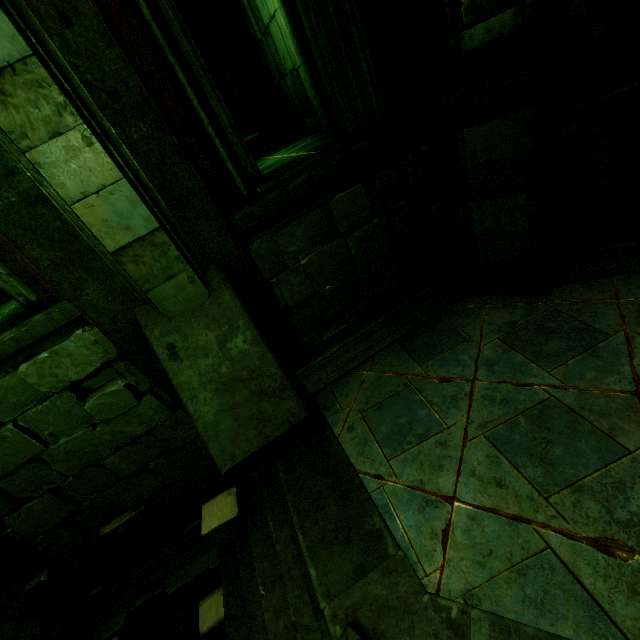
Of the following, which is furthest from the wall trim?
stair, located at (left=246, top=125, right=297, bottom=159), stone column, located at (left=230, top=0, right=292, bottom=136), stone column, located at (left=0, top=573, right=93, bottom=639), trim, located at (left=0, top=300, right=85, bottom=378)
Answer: stone column, located at (left=230, top=0, right=292, bottom=136)

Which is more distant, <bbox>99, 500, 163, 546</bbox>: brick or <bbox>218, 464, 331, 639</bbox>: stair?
<bbox>99, 500, 163, 546</bbox>: brick

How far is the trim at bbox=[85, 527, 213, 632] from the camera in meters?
4.4 m

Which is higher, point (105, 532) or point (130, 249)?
point (130, 249)

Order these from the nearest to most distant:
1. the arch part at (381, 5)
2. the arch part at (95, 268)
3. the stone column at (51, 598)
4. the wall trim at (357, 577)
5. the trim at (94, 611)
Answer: the wall trim at (357, 577) → the arch part at (95, 268) → the arch part at (381, 5) → the stone column at (51, 598) → the trim at (94, 611)

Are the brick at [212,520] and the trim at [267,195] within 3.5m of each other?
yes

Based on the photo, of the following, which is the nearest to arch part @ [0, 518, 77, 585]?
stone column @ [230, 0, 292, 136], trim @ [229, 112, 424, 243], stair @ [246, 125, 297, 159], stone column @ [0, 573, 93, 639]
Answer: stone column @ [0, 573, 93, 639]

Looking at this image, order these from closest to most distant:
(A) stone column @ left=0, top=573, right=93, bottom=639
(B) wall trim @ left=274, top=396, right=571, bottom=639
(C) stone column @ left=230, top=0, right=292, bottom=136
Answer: (B) wall trim @ left=274, top=396, right=571, bottom=639 < (A) stone column @ left=0, top=573, right=93, bottom=639 < (C) stone column @ left=230, top=0, right=292, bottom=136
